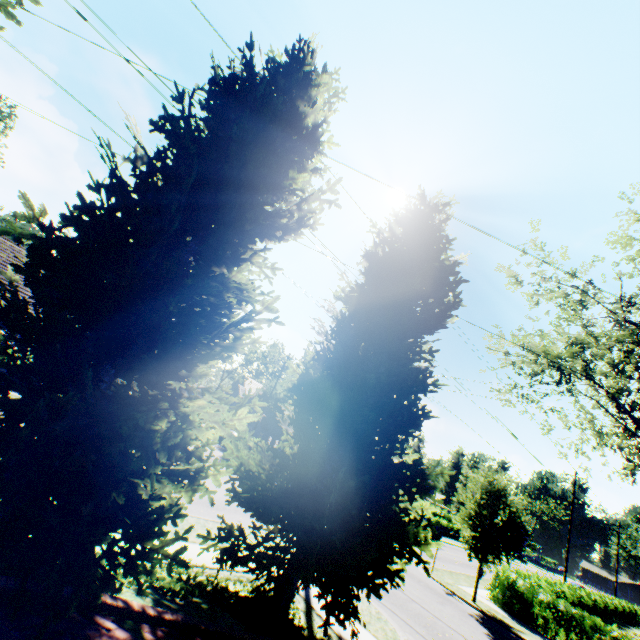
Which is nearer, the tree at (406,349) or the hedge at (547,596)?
the tree at (406,349)

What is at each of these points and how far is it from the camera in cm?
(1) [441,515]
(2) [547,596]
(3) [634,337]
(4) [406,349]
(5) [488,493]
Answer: (1) hedge, 5178
(2) hedge, 1606
(3) tree, 1936
(4) tree, 848
(5) tree, 1716

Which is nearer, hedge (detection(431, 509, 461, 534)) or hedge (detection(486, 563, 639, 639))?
hedge (detection(486, 563, 639, 639))

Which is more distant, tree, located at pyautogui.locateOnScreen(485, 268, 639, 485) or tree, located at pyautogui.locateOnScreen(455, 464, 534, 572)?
tree, located at pyautogui.locateOnScreen(485, 268, 639, 485)

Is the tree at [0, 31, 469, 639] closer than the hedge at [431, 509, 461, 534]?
Yes

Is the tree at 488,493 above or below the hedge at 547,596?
above

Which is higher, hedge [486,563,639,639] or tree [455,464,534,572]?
tree [455,464,534,572]
